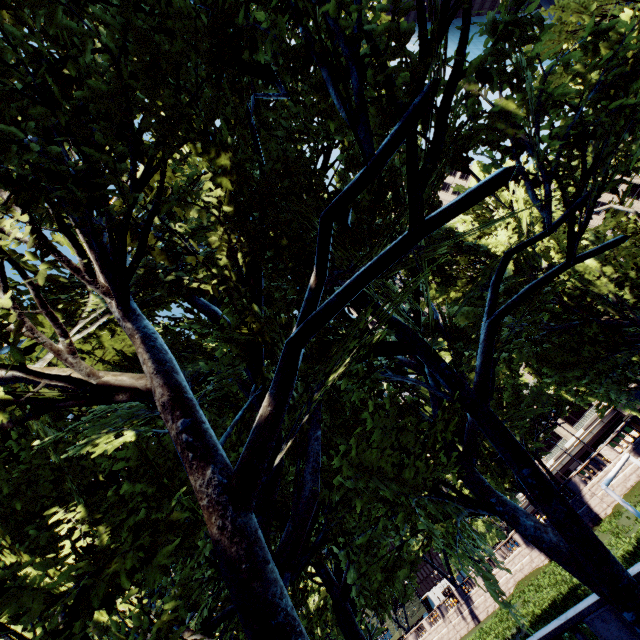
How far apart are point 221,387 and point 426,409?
44.18m
